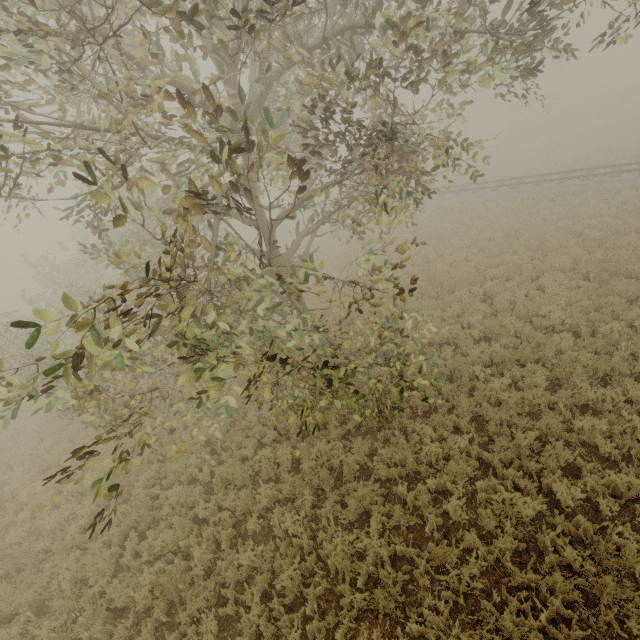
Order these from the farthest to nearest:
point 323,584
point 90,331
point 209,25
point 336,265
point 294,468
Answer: point 336,265 < point 294,468 < point 323,584 < point 209,25 < point 90,331
